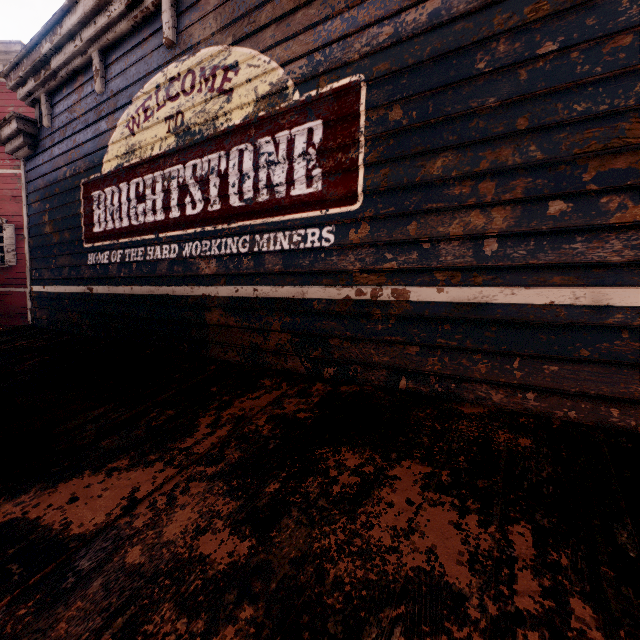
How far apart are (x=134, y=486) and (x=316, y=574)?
1.2m
